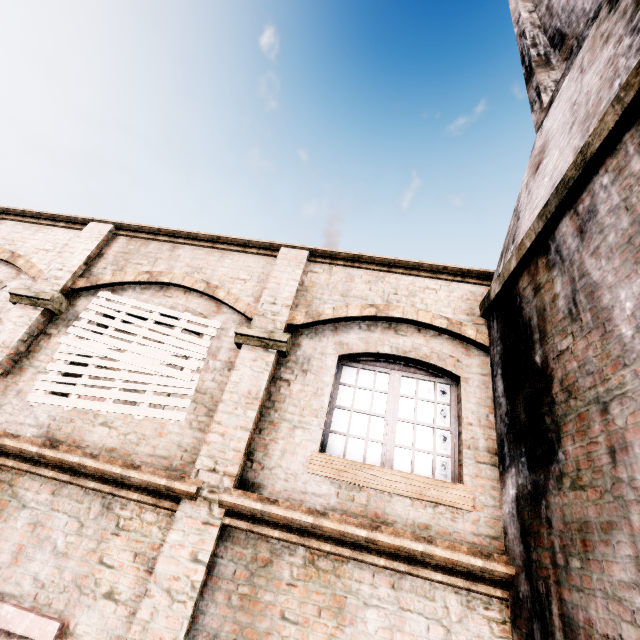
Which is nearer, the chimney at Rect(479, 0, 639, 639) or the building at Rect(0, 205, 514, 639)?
the chimney at Rect(479, 0, 639, 639)

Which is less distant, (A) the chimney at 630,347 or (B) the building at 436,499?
(A) the chimney at 630,347

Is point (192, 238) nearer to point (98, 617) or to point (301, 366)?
point (301, 366)
